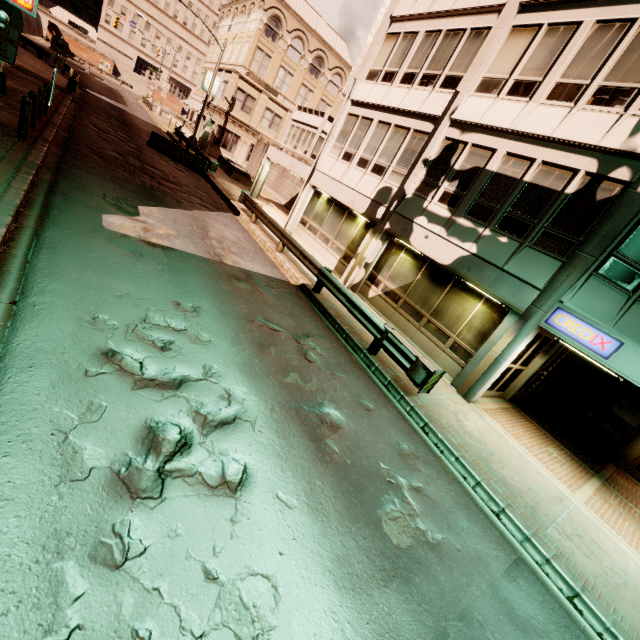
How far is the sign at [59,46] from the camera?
14.9m

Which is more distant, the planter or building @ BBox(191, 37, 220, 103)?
building @ BBox(191, 37, 220, 103)

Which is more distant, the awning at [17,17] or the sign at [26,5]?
the awning at [17,17]

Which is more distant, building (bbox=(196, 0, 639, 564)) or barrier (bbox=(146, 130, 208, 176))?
barrier (bbox=(146, 130, 208, 176))

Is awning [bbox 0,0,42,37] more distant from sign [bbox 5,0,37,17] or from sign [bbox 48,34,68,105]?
sign [bbox 5,0,37,17]

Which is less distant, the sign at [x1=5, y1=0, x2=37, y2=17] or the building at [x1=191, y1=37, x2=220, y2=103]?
the sign at [x1=5, y1=0, x2=37, y2=17]

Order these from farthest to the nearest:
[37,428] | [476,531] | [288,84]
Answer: [288,84]
[476,531]
[37,428]

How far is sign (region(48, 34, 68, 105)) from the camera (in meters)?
14.93
